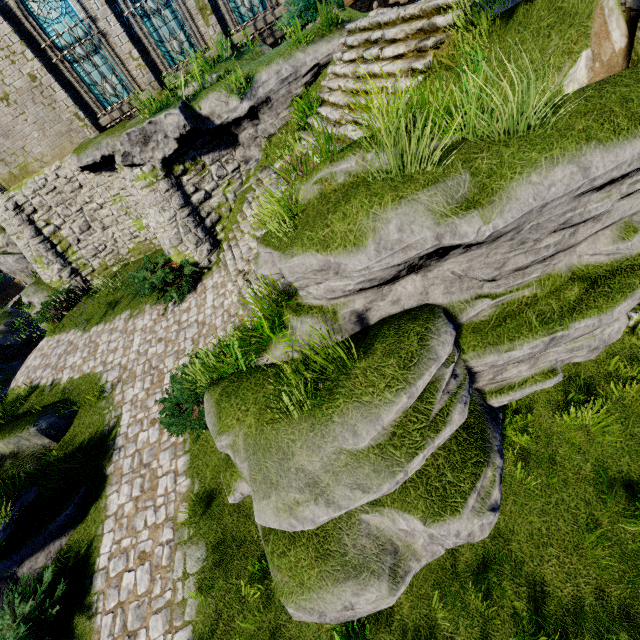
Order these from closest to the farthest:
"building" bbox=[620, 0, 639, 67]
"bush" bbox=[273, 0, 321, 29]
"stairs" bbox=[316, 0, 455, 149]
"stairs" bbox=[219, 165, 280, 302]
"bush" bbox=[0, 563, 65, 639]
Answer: "building" bbox=[620, 0, 639, 67], "bush" bbox=[0, 563, 65, 639], "stairs" bbox=[316, 0, 455, 149], "stairs" bbox=[219, 165, 280, 302], "bush" bbox=[273, 0, 321, 29]

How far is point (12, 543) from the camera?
6.43m

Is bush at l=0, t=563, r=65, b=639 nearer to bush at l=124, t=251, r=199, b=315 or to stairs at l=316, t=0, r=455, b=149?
bush at l=124, t=251, r=199, b=315

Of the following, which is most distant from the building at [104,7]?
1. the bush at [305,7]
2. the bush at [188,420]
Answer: the bush at [188,420]

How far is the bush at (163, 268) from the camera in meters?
10.3 m

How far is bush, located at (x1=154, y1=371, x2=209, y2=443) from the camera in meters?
6.4

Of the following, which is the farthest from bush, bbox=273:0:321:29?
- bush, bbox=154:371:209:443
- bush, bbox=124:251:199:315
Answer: bush, bbox=154:371:209:443

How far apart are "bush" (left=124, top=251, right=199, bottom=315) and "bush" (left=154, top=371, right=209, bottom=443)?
2.99m
